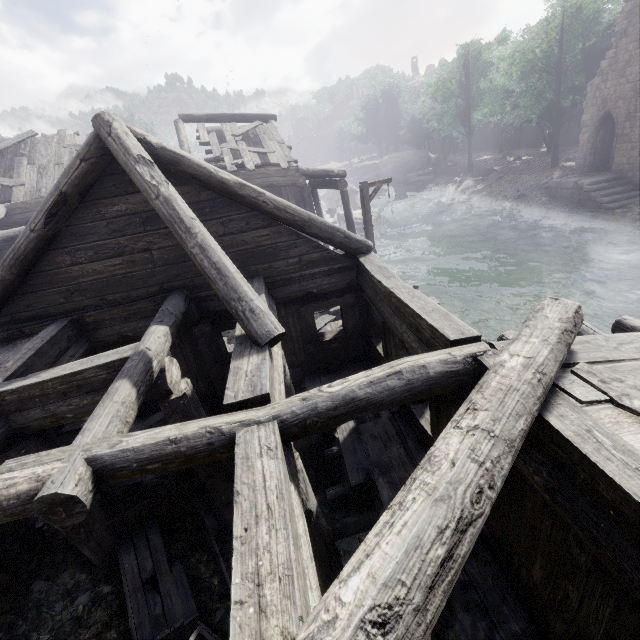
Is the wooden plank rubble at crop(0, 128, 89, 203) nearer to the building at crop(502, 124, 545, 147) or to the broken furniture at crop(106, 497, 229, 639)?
the building at crop(502, 124, 545, 147)

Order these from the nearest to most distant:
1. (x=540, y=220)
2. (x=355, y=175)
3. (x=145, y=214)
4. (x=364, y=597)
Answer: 1. (x=364, y=597)
2. (x=145, y=214)
3. (x=540, y=220)
4. (x=355, y=175)

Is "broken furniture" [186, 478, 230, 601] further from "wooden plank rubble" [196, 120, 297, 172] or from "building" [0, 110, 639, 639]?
"wooden plank rubble" [196, 120, 297, 172]

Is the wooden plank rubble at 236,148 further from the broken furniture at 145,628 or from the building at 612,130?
the broken furniture at 145,628

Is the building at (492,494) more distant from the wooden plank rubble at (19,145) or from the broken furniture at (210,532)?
the broken furniture at (210,532)

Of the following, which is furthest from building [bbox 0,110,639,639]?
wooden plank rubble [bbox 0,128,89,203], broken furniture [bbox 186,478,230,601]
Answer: broken furniture [bbox 186,478,230,601]

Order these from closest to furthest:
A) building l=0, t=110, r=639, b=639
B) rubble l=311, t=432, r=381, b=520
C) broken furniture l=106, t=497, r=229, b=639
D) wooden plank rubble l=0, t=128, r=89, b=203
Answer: building l=0, t=110, r=639, b=639 → broken furniture l=106, t=497, r=229, b=639 → rubble l=311, t=432, r=381, b=520 → wooden plank rubble l=0, t=128, r=89, b=203
